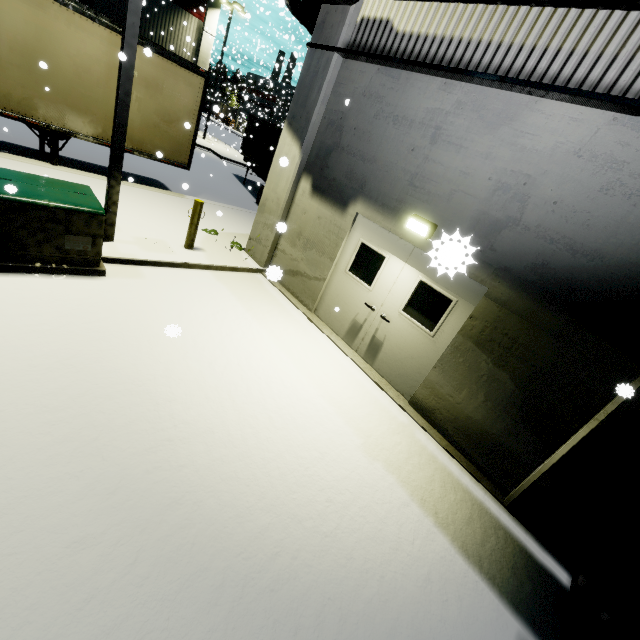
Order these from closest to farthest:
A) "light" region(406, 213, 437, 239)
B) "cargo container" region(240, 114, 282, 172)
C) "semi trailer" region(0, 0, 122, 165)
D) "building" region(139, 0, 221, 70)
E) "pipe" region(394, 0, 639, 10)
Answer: "pipe" region(394, 0, 639, 10)
"light" region(406, 213, 437, 239)
"semi trailer" region(0, 0, 122, 165)
"cargo container" region(240, 114, 282, 172)
"building" region(139, 0, 221, 70)

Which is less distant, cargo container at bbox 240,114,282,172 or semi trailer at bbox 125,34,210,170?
semi trailer at bbox 125,34,210,170

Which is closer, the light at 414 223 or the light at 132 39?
the light at 132 39

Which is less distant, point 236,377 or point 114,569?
point 114,569

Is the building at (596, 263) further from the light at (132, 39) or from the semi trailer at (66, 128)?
the light at (132, 39)

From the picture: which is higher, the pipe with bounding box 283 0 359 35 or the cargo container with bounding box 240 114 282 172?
the pipe with bounding box 283 0 359 35

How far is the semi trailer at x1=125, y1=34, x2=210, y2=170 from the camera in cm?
855

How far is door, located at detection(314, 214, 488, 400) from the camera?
5.43m
